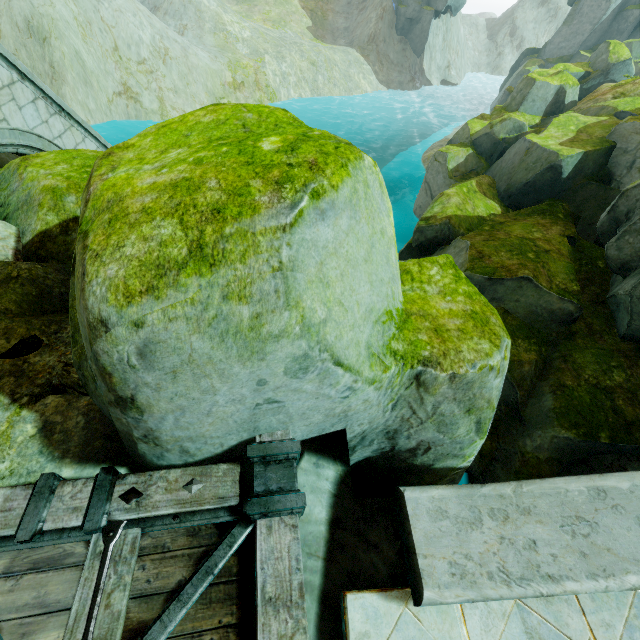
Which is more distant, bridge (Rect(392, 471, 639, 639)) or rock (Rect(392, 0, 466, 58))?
rock (Rect(392, 0, 466, 58))

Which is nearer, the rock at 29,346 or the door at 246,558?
the door at 246,558

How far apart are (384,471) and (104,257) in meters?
3.9 m

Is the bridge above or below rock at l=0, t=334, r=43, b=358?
above

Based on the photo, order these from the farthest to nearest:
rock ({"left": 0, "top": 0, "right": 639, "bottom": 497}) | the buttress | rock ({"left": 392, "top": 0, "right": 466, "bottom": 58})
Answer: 1. rock ({"left": 392, "top": 0, "right": 466, "bottom": 58})
2. the buttress
3. rock ({"left": 0, "top": 0, "right": 639, "bottom": 497})

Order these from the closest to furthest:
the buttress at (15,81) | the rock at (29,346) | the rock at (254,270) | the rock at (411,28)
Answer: the rock at (254,270) → the rock at (29,346) → the buttress at (15,81) → the rock at (411,28)

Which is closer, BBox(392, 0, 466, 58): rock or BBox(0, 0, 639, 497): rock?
BBox(0, 0, 639, 497): rock

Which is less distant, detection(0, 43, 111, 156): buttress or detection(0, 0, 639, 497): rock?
detection(0, 0, 639, 497): rock
